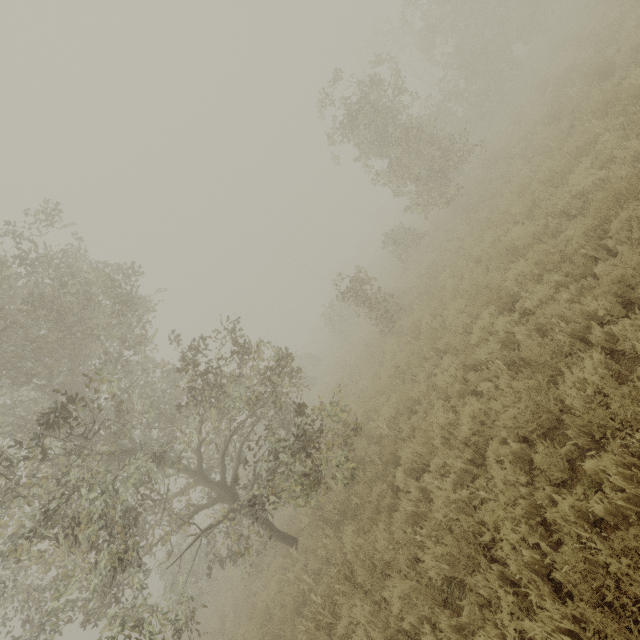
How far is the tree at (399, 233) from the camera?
16.45m

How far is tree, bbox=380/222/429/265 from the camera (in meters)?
16.45

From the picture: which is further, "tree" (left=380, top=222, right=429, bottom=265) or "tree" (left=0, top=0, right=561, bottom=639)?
"tree" (left=380, top=222, right=429, bottom=265)

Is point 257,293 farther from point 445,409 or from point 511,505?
point 511,505

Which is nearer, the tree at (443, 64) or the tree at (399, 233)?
the tree at (443, 64)
